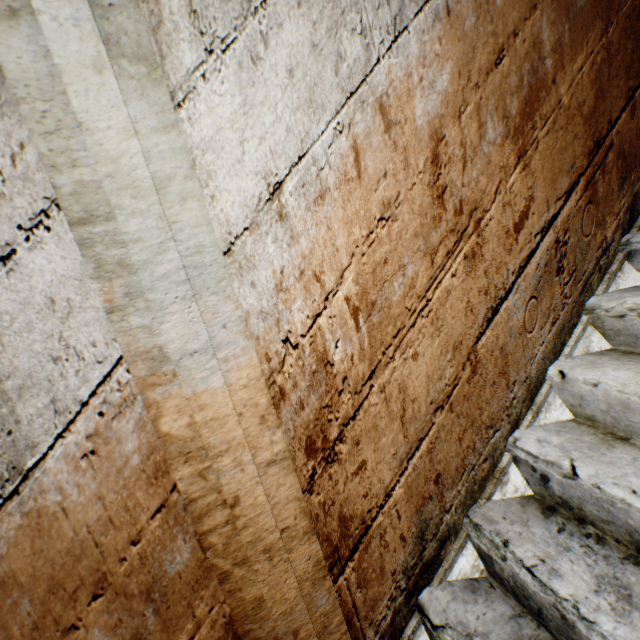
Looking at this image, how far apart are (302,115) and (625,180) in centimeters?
134cm
